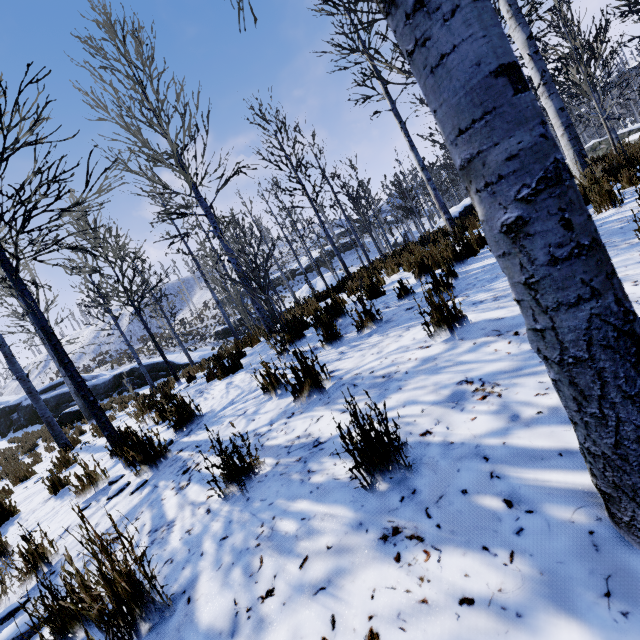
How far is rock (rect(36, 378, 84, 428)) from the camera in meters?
16.6 m

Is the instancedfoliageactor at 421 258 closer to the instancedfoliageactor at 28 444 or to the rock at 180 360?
the instancedfoliageactor at 28 444

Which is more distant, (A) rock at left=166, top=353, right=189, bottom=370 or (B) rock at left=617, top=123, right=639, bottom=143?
(A) rock at left=166, top=353, right=189, bottom=370

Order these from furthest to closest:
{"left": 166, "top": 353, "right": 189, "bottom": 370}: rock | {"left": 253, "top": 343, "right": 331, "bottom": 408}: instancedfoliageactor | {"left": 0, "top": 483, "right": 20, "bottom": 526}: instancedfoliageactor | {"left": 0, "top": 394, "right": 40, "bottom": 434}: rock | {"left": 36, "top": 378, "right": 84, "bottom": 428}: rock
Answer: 1. {"left": 166, "top": 353, "right": 189, "bottom": 370}: rock
2. {"left": 0, "top": 394, "right": 40, "bottom": 434}: rock
3. {"left": 36, "top": 378, "right": 84, "bottom": 428}: rock
4. {"left": 0, "top": 483, "right": 20, "bottom": 526}: instancedfoliageactor
5. {"left": 253, "top": 343, "right": 331, "bottom": 408}: instancedfoliageactor

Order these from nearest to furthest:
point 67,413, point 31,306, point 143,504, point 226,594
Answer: point 226,594 < point 143,504 < point 31,306 < point 67,413

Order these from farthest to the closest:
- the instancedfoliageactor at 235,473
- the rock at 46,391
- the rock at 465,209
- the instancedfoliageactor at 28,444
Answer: the rock at 46,391 → the rock at 465,209 → the instancedfoliageactor at 28,444 → the instancedfoliageactor at 235,473

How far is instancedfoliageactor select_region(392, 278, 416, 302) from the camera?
4.4 meters

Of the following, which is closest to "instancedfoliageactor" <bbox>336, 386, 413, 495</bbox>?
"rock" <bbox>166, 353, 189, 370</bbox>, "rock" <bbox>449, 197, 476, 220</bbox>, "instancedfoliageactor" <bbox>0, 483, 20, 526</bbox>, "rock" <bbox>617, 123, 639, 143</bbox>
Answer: "rock" <bbox>617, 123, 639, 143</bbox>
